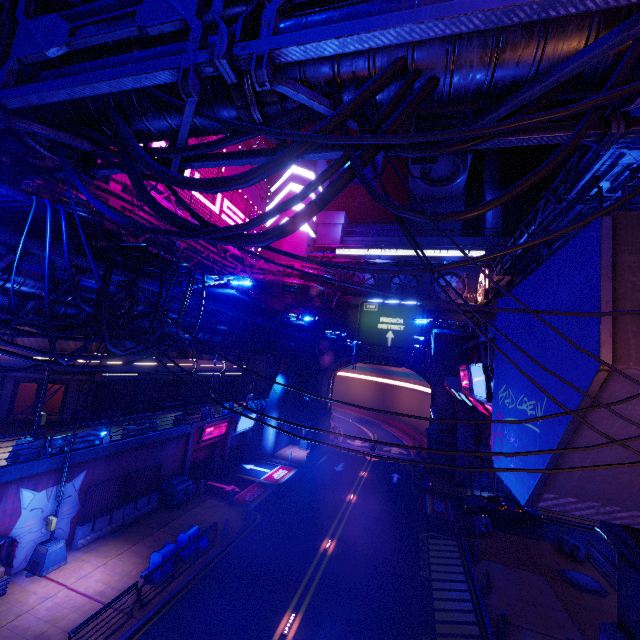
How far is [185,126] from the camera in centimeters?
509cm

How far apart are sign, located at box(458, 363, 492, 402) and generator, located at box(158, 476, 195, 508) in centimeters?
1859cm

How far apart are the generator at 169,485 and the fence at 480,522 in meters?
19.1

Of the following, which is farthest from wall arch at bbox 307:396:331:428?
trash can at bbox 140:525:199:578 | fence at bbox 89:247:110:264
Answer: fence at bbox 89:247:110:264

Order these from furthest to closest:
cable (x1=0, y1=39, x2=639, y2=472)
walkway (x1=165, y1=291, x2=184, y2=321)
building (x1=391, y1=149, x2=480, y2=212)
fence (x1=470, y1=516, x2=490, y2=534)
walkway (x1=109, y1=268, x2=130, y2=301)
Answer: building (x1=391, y1=149, x2=480, y2=212)
fence (x1=470, y1=516, x2=490, y2=534)
walkway (x1=165, y1=291, x2=184, y2=321)
walkway (x1=109, y1=268, x2=130, y2=301)
cable (x1=0, y1=39, x2=639, y2=472)

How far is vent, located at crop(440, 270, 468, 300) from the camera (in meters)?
38.50

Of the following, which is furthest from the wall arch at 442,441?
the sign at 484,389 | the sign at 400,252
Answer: the sign at 484,389

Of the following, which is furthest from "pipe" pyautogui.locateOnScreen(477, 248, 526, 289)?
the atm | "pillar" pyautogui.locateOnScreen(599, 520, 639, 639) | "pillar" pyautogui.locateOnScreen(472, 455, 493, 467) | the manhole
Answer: the manhole
